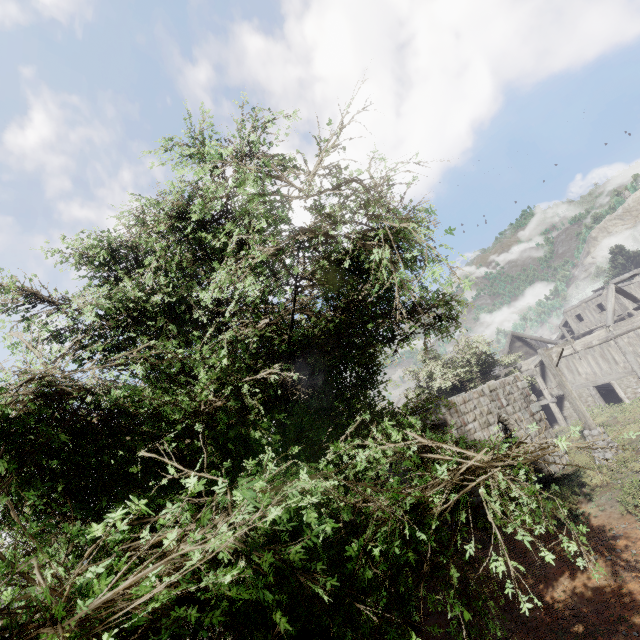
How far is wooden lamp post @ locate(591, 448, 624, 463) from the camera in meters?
12.0 m

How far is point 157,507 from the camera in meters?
2.8

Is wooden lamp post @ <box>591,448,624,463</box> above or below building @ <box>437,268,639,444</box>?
below

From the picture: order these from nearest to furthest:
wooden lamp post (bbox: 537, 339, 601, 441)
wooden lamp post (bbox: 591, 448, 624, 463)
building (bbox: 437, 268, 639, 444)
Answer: wooden lamp post (bbox: 591, 448, 624, 463) < wooden lamp post (bbox: 537, 339, 601, 441) < building (bbox: 437, 268, 639, 444)

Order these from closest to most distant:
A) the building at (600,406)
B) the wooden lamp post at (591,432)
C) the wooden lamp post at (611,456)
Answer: the wooden lamp post at (611,456) < the wooden lamp post at (591,432) < the building at (600,406)

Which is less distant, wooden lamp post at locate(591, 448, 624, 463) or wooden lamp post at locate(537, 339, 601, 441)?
wooden lamp post at locate(591, 448, 624, 463)

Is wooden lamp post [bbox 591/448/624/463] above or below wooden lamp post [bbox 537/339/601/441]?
below

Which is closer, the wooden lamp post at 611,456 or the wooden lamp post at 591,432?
the wooden lamp post at 611,456
